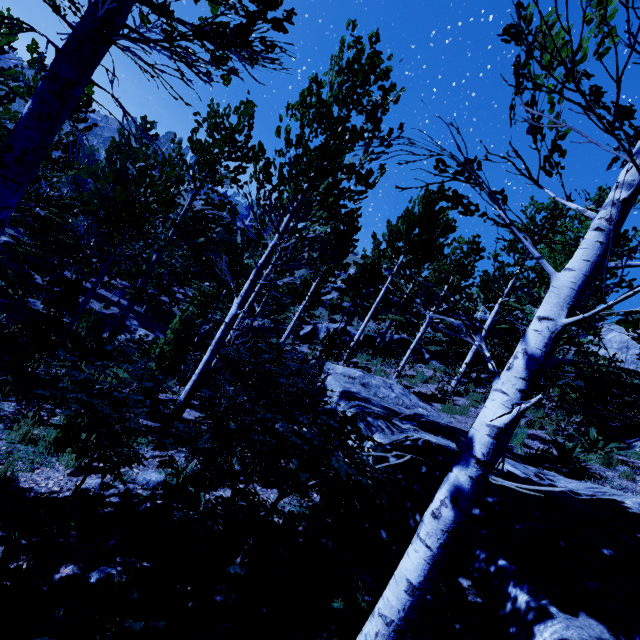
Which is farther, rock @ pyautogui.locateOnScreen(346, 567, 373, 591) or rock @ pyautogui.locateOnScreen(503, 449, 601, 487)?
rock @ pyautogui.locateOnScreen(503, 449, 601, 487)

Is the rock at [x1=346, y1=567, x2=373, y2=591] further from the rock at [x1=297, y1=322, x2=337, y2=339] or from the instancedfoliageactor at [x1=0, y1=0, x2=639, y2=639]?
the rock at [x1=297, y1=322, x2=337, y2=339]

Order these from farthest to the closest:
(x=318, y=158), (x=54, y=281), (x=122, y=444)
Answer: (x=54, y=281), (x=318, y=158), (x=122, y=444)

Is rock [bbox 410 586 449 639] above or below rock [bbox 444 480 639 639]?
below

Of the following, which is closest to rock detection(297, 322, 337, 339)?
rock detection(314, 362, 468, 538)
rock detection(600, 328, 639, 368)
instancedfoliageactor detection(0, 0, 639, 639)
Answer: instancedfoliageactor detection(0, 0, 639, 639)

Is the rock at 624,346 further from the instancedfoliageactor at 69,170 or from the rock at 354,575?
the rock at 354,575

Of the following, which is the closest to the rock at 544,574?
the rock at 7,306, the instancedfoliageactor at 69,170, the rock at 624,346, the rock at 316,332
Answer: the instancedfoliageactor at 69,170
